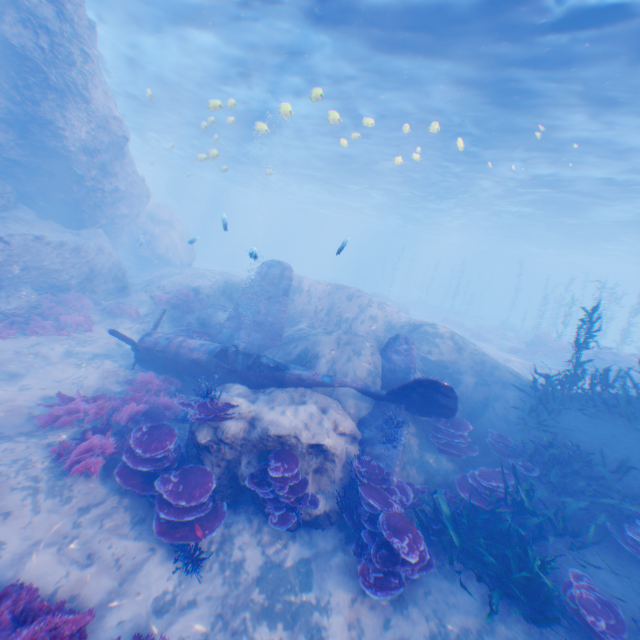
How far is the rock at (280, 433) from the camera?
7.3m

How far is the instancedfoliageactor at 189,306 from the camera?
17.39m

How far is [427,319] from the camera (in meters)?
35.81

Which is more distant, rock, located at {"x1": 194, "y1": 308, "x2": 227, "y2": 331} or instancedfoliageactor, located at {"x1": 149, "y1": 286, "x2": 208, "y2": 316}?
instancedfoliageactor, located at {"x1": 149, "y1": 286, "x2": 208, "y2": 316}

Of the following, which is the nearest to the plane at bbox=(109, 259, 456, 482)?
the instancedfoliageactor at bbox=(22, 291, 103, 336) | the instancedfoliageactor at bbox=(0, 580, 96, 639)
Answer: the instancedfoliageactor at bbox=(22, 291, 103, 336)

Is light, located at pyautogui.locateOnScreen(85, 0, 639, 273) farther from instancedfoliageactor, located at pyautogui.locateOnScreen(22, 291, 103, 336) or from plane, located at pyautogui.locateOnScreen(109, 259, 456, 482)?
instancedfoliageactor, located at pyautogui.locateOnScreen(22, 291, 103, 336)

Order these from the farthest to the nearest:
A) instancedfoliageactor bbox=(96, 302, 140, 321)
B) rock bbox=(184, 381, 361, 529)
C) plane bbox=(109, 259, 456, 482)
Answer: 1. instancedfoliageactor bbox=(96, 302, 140, 321)
2. plane bbox=(109, 259, 456, 482)
3. rock bbox=(184, 381, 361, 529)

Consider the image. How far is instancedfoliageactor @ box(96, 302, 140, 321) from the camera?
15.6 meters
